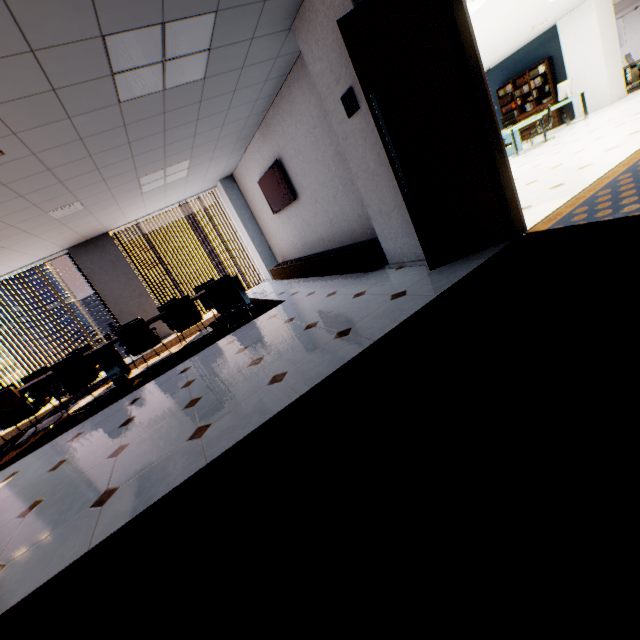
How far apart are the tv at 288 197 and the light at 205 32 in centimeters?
258cm

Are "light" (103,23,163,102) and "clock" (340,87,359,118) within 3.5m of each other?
yes

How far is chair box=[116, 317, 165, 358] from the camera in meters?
5.6 m

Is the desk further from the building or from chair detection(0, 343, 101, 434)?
the building

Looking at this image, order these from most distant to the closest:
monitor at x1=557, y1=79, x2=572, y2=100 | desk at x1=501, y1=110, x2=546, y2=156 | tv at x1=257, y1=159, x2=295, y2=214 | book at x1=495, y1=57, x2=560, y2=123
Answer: book at x1=495, y1=57, x2=560, y2=123 < monitor at x1=557, y1=79, x2=572, y2=100 < desk at x1=501, y1=110, x2=546, y2=156 < tv at x1=257, y1=159, x2=295, y2=214

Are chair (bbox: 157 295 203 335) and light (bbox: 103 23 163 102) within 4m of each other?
yes

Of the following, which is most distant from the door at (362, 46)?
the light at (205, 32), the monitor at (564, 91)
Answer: the monitor at (564, 91)

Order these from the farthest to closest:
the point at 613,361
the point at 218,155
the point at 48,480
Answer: the point at 218,155 → the point at 48,480 → the point at 613,361
